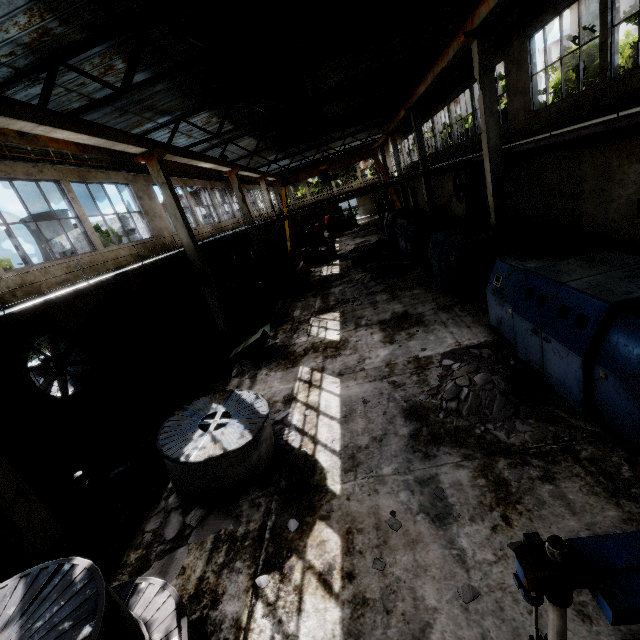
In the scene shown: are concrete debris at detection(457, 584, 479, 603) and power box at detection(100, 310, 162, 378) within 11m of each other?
no

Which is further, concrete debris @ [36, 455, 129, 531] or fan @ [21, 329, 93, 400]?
fan @ [21, 329, 93, 400]

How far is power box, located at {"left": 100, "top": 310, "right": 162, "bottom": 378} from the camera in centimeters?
1173cm

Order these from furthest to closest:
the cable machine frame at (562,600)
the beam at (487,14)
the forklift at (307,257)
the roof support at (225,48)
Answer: the forklift at (307,257) < the beam at (487,14) < the roof support at (225,48) < the cable machine frame at (562,600)

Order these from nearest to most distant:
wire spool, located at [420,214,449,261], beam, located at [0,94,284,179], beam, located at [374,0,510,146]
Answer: beam, located at [0,94,284,179] < beam, located at [374,0,510,146] < wire spool, located at [420,214,449,261]

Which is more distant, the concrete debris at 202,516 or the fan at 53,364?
the fan at 53,364

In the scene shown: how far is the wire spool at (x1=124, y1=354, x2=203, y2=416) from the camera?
9.2 meters

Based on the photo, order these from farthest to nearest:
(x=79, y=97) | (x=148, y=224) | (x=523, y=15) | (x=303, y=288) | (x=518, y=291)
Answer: (x=303, y=288) → (x=148, y=224) → (x=523, y=15) → (x=79, y=97) → (x=518, y=291)
